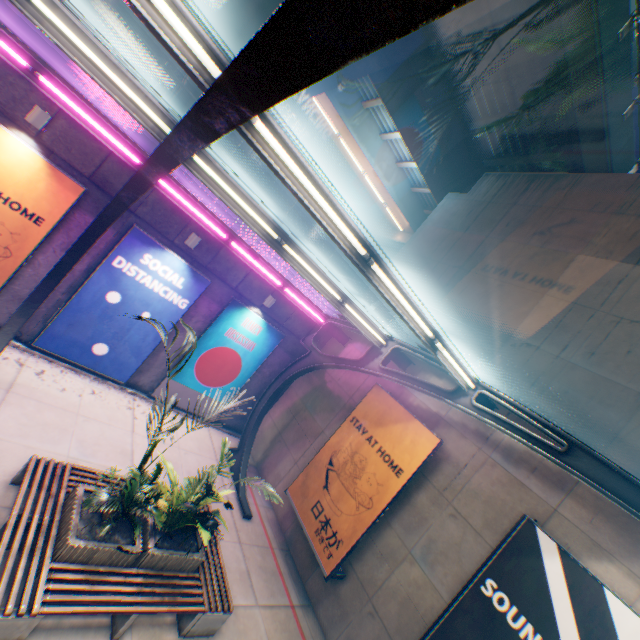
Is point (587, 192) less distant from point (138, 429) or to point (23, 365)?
point (138, 429)

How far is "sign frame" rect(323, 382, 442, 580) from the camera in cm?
779

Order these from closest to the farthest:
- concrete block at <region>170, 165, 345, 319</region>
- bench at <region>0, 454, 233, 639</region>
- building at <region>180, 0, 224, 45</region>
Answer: bench at <region>0, 454, 233, 639</region>
concrete block at <region>170, 165, 345, 319</region>
building at <region>180, 0, 224, 45</region>

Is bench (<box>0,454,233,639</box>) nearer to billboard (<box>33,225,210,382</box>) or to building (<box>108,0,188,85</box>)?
billboard (<box>33,225,210,382</box>)

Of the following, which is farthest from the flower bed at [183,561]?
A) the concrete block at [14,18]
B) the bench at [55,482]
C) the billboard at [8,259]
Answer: the concrete block at [14,18]

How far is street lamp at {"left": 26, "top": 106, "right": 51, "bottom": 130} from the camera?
7.0 meters

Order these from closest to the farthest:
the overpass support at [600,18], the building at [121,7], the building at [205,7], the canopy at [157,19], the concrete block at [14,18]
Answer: the canopy at [157,19], the concrete block at [14,18], the overpass support at [600,18], the building at [121,7], the building at [205,7]

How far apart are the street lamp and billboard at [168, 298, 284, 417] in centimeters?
613cm
